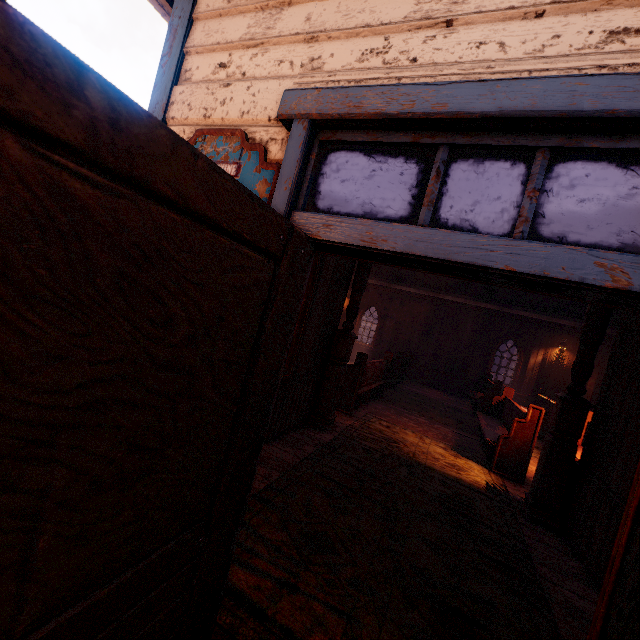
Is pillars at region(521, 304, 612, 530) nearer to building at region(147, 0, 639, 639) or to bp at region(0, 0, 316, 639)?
building at region(147, 0, 639, 639)

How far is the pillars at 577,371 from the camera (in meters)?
4.10

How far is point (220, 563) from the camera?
1.5 meters

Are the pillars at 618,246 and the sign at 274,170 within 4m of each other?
no

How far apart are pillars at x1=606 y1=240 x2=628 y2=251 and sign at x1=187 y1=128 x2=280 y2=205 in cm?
452

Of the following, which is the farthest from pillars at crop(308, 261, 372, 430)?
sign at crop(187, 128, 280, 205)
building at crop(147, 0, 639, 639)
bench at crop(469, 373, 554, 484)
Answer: sign at crop(187, 128, 280, 205)

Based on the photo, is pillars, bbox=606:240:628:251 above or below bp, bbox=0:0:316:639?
above

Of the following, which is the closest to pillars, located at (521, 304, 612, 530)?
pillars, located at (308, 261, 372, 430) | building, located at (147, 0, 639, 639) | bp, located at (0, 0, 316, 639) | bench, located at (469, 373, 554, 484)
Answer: building, located at (147, 0, 639, 639)
